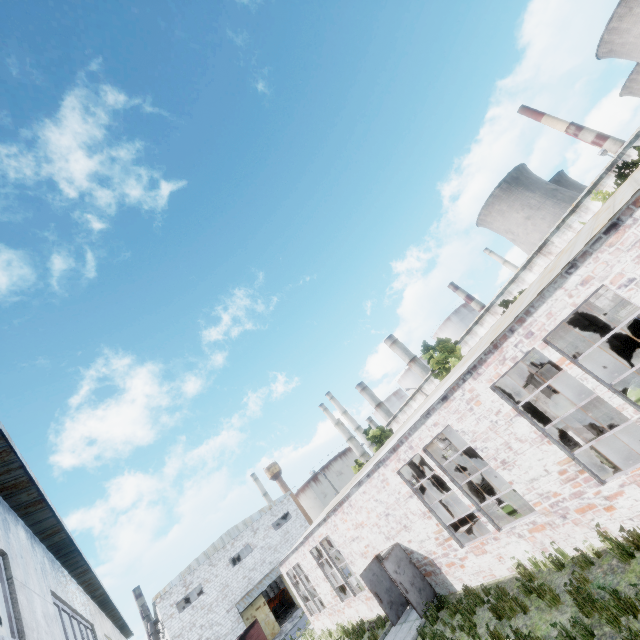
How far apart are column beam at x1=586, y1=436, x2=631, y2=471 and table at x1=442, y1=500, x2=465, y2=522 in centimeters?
993cm

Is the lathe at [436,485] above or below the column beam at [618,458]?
above

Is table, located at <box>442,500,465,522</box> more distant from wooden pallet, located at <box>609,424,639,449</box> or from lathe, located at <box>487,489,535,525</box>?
wooden pallet, located at <box>609,424,639,449</box>

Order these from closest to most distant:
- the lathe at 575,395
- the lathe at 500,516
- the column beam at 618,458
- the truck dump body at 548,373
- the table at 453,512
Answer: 1. the column beam at 618,458
2. the lathe at 500,516
3. the lathe at 575,395
4. the table at 453,512
5. the truck dump body at 548,373

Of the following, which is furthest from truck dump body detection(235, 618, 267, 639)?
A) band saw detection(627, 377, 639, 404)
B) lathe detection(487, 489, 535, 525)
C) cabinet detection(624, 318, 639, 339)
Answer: cabinet detection(624, 318, 639, 339)

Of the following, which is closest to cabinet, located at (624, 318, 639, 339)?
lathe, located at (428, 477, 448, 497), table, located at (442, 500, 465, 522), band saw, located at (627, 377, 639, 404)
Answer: band saw, located at (627, 377, 639, 404)

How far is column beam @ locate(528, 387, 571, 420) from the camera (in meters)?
10.61

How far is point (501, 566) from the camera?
10.2 meters
